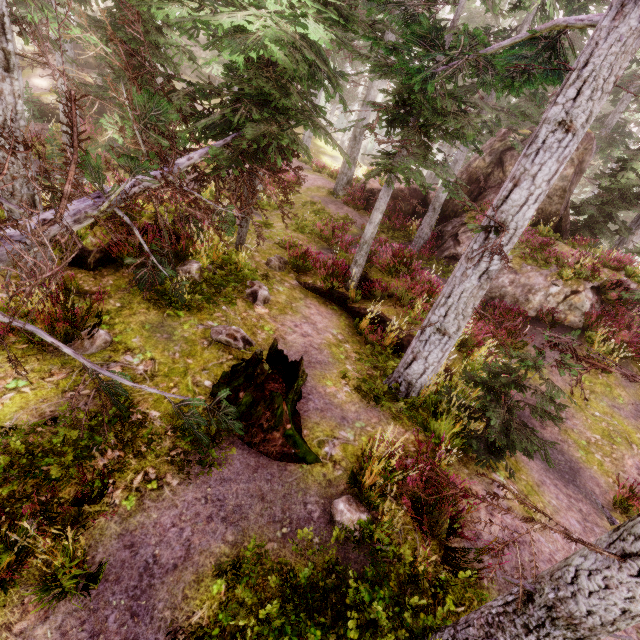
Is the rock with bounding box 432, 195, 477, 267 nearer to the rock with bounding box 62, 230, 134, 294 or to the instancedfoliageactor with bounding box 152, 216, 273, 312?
the instancedfoliageactor with bounding box 152, 216, 273, 312

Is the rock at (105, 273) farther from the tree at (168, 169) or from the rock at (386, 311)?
the rock at (386, 311)

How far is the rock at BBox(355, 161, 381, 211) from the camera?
19.6 meters

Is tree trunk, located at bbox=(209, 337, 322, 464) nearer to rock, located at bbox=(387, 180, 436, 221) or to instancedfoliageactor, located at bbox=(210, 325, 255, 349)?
instancedfoliageactor, located at bbox=(210, 325, 255, 349)

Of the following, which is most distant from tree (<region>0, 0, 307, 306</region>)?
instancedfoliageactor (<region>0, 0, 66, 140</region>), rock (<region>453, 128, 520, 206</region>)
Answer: rock (<region>453, 128, 520, 206</region>)

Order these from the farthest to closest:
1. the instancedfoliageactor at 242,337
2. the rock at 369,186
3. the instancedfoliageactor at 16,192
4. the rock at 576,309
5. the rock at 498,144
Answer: the rock at 369,186
the rock at 498,144
the rock at 576,309
the instancedfoliageactor at 242,337
the instancedfoliageactor at 16,192

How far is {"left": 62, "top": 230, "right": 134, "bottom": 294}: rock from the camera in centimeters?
679cm

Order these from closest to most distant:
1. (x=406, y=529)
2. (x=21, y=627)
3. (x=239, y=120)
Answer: (x=21, y=627), (x=406, y=529), (x=239, y=120)
